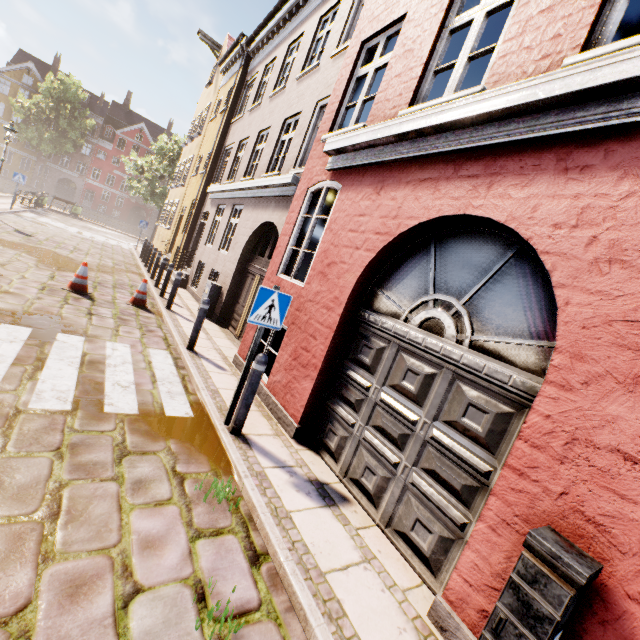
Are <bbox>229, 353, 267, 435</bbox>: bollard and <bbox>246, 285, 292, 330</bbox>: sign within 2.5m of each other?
yes

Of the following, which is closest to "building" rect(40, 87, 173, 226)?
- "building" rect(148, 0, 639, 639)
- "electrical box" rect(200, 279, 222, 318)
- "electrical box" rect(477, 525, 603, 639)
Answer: "building" rect(148, 0, 639, 639)

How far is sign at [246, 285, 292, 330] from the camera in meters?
4.0

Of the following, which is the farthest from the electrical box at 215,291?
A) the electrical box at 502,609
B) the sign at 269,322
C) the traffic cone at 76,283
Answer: the electrical box at 502,609

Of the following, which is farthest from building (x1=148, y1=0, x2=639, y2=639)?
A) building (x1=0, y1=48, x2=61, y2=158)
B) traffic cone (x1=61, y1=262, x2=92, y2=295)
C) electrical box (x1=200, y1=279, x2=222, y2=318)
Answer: building (x1=0, y1=48, x2=61, y2=158)

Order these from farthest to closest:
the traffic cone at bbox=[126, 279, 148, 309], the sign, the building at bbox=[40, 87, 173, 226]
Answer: the building at bbox=[40, 87, 173, 226] < the traffic cone at bbox=[126, 279, 148, 309] < the sign

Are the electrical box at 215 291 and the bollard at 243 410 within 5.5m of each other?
no

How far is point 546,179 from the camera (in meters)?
2.72
